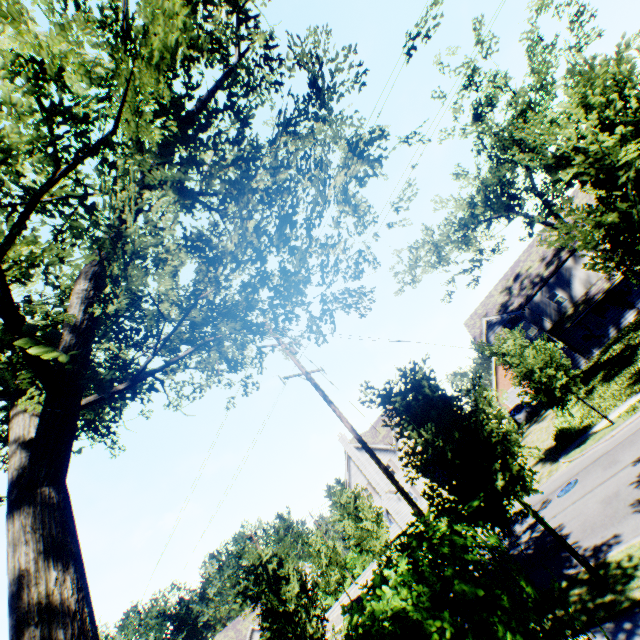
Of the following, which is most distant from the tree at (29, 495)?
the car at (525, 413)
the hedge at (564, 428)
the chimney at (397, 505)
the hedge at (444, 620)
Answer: the car at (525, 413)

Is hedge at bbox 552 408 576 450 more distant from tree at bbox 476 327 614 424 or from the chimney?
the chimney

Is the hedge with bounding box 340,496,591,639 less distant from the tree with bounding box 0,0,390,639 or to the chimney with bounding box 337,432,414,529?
the tree with bounding box 0,0,390,639

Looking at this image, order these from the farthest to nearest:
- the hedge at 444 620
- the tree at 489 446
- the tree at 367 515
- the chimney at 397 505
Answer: the chimney at 397 505
the tree at 367 515
the tree at 489 446
the hedge at 444 620

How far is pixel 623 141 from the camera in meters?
5.3 m

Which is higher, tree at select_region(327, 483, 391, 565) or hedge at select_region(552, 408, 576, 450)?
tree at select_region(327, 483, 391, 565)

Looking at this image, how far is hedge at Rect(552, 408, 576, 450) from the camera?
17.9 meters
